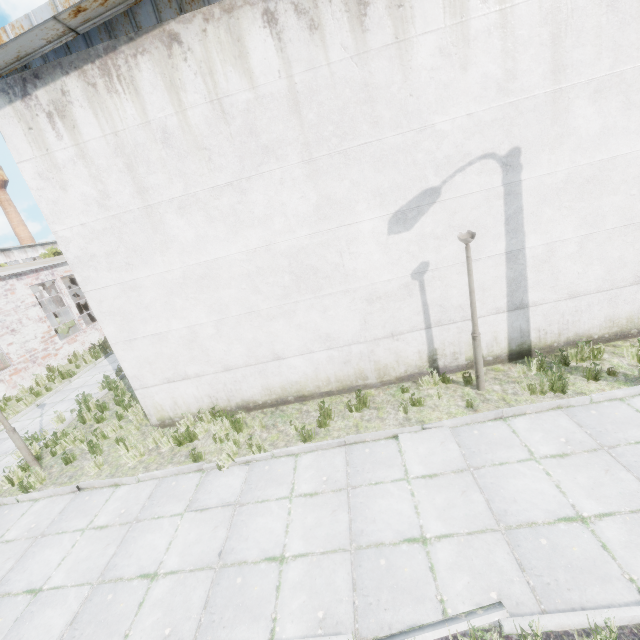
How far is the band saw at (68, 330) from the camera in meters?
18.6

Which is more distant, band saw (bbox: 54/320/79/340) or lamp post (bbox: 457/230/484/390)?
band saw (bbox: 54/320/79/340)

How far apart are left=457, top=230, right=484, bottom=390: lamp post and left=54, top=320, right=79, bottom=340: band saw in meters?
21.3 m

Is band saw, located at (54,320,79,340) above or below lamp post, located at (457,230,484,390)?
below

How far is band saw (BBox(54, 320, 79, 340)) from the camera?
18.58m

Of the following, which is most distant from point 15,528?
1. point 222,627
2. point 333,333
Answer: point 333,333

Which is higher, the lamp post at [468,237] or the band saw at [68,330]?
the lamp post at [468,237]

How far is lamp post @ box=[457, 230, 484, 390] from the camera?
5.87m
